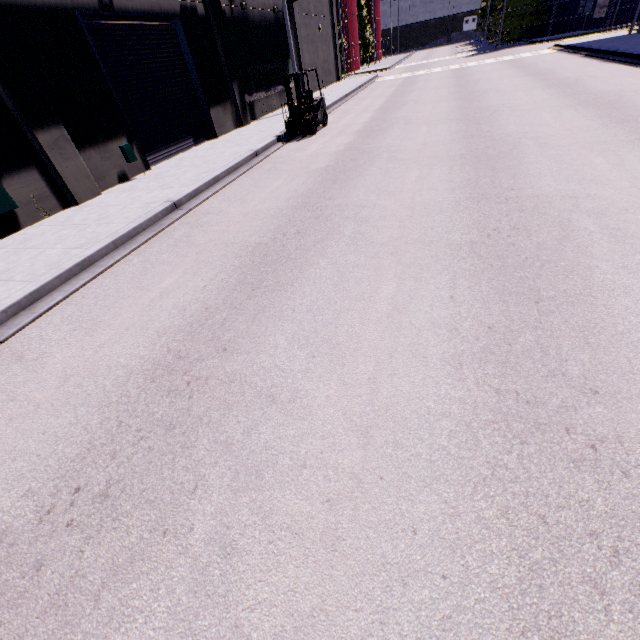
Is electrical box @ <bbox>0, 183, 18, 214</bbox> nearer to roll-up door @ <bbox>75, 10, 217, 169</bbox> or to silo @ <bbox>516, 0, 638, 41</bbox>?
roll-up door @ <bbox>75, 10, 217, 169</bbox>

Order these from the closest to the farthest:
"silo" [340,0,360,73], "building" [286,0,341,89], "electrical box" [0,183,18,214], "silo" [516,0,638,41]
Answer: "electrical box" [0,183,18,214]
"building" [286,0,341,89]
"silo" [516,0,638,41]
"silo" [340,0,360,73]

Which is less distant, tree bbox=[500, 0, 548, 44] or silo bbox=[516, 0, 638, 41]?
silo bbox=[516, 0, 638, 41]

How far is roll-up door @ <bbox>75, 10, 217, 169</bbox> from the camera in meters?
10.7

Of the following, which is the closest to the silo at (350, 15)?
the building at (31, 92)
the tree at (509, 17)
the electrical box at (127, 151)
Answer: the building at (31, 92)

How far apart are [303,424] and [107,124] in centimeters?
1266cm

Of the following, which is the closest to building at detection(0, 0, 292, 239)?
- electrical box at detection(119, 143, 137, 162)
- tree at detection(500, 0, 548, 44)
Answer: electrical box at detection(119, 143, 137, 162)

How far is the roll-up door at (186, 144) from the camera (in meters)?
10.69
